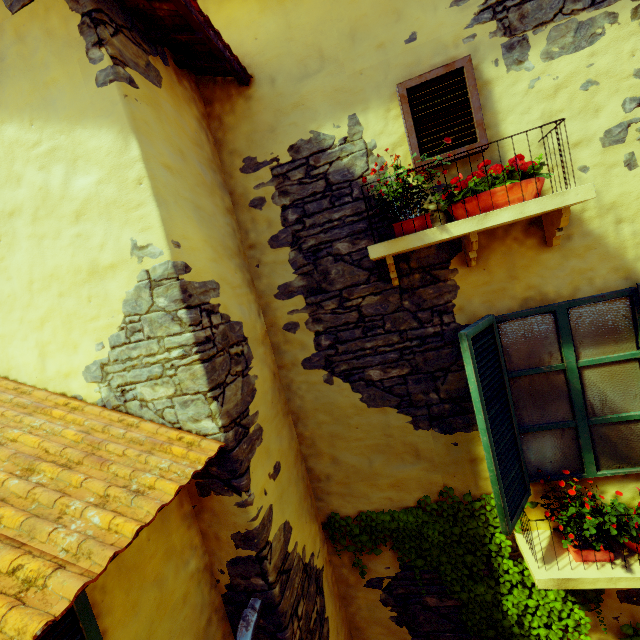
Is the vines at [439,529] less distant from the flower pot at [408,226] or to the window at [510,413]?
the window at [510,413]

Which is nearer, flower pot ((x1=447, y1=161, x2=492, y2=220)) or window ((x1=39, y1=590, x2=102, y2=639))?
window ((x1=39, y1=590, x2=102, y2=639))

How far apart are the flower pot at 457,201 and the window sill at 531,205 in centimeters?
10cm

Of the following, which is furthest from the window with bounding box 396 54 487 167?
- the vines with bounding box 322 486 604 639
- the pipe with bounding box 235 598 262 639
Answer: the pipe with bounding box 235 598 262 639

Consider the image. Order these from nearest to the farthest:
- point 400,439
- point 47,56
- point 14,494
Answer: point 14,494 < point 47,56 < point 400,439

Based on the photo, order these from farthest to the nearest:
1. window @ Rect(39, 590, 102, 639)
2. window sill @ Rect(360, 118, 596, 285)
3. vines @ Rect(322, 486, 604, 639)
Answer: vines @ Rect(322, 486, 604, 639) < window sill @ Rect(360, 118, 596, 285) < window @ Rect(39, 590, 102, 639)

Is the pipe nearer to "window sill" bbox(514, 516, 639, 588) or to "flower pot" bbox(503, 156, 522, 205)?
"window sill" bbox(514, 516, 639, 588)

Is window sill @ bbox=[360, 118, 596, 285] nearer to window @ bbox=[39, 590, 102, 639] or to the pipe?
window @ bbox=[39, 590, 102, 639]
